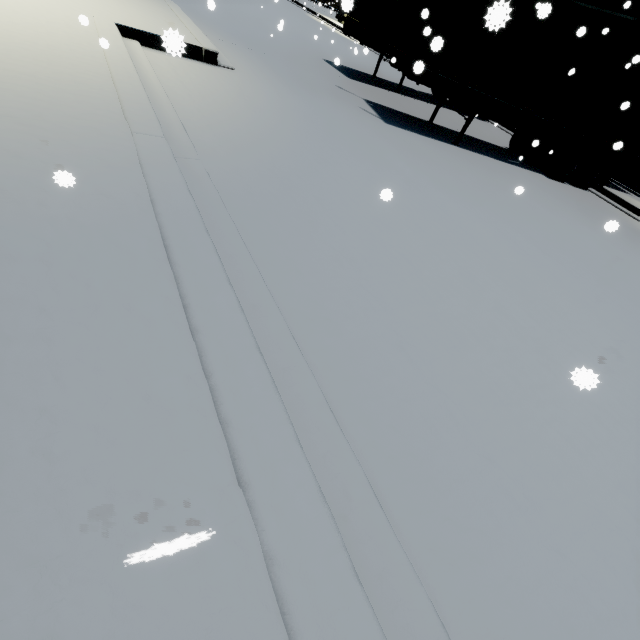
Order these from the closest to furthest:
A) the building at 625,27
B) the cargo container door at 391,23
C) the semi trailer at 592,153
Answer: the cargo container door at 391,23 → the semi trailer at 592,153 → the building at 625,27

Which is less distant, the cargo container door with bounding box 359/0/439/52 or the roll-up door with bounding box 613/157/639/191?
the cargo container door with bounding box 359/0/439/52

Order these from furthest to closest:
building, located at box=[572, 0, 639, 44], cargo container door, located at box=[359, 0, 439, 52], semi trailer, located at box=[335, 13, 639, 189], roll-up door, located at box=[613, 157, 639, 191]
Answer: roll-up door, located at box=[613, 157, 639, 191]
building, located at box=[572, 0, 639, 44]
semi trailer, located at box=[335, 13, 639, 189]
cargo container door, located at box=[359, 0, 439, 52]

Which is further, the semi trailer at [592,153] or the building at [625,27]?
the building at [625,27]

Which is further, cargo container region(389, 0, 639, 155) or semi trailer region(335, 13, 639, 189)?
semi trailer region(335, 13, 639, 189)

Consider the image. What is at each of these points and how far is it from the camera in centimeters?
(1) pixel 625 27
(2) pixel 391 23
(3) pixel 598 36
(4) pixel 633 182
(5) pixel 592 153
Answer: (1) building, 1411cm
(2) cargo container door, 794cm
(3) cargo container, 853cm
(4) roll-up door, 1481cm
(5) semi trailer, 1165cm

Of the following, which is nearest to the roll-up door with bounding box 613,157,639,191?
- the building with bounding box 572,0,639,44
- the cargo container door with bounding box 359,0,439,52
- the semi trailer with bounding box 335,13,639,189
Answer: the building with bounding box 572,0,639,44

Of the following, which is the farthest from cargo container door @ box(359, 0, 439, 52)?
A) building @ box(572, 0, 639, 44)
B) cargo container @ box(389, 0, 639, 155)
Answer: building @ box(572, 0, 639, 44)
